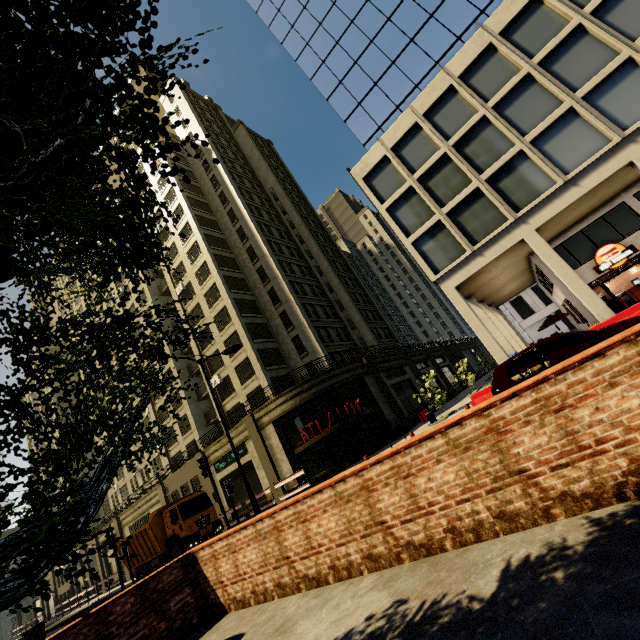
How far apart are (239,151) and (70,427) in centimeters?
5386cm

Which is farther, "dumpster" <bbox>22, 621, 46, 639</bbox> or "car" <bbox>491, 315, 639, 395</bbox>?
"dumpster" <bbox>22, 621, 46, 639</bbox>

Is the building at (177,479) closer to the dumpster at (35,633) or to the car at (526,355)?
the dumpster at (35,633)

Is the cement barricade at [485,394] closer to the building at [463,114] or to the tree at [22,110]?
the building at [463,114]

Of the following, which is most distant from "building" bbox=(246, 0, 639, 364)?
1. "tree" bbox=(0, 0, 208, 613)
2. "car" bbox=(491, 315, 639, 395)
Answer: "car" bbox=(491, 315, 639, 395)

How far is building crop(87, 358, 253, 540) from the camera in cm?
2786

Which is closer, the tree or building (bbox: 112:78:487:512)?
the tree

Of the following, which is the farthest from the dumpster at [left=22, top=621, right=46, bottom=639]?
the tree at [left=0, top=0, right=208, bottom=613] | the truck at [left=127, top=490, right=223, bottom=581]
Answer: the tree at [left=0, top=0, right=208, bottom=613]
